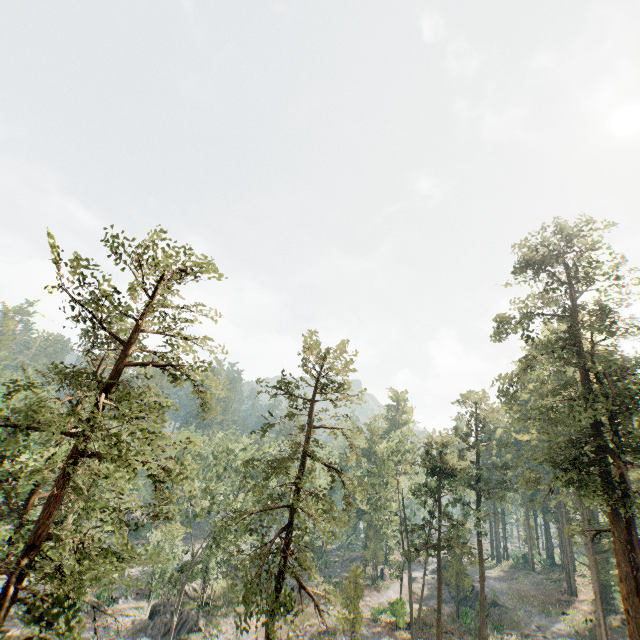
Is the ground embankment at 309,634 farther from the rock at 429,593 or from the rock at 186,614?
the rock at 186,614

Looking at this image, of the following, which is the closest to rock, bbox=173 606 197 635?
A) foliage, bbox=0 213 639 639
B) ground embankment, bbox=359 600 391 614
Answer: foliage, bbox=0 213 639 639

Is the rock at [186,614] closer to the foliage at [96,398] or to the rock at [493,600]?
the foliage at [96,398]

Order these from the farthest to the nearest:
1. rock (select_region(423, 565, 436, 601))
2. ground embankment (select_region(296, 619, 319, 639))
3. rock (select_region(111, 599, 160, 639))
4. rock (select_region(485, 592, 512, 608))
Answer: rock (select_region(423, 565, 436, 601))
rock (select_region(485, 592, 512, 608))
rock (select_region(111, 599, 160, 639))
ground embankment (select_region(296, 619, 319, 639))

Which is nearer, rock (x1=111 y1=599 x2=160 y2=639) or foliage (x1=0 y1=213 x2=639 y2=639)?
foliage (x1=0 y1=213 x2=639 y2=639)

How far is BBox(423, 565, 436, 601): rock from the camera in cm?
4876

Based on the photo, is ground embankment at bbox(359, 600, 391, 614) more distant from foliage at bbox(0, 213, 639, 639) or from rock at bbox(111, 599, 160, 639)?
rock at bbox(111, 599, 160, 639)

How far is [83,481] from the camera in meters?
9.5 m
